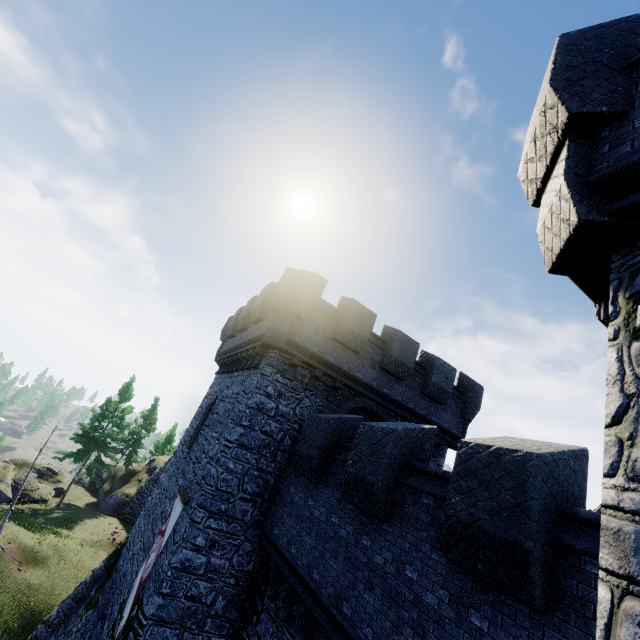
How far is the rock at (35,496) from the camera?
28.2m

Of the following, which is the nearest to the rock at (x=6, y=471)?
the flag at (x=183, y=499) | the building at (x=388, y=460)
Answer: the building at (x=388, y=460)

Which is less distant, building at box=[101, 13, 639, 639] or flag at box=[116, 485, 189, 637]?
building at box=[101, 13, 639, 639]

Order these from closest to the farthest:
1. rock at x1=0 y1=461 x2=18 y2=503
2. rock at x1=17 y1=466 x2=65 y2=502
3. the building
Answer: the building → rock at x1=0 y1=461 x2=18 y2=503 → rock at x1=17 y1=466 x2=65 y2=502

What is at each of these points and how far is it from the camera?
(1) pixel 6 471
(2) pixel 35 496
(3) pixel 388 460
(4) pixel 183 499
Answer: (1) rock, 27.00m
(2) rock, 28.45m
(3) building, 6.77m
(4) flag, 11.12m

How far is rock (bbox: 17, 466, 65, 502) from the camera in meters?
28.2 m

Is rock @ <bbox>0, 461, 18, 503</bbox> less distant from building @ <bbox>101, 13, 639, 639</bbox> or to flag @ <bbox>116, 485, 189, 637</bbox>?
building @ <bbox>101, 13, 639, 639</bbox>
